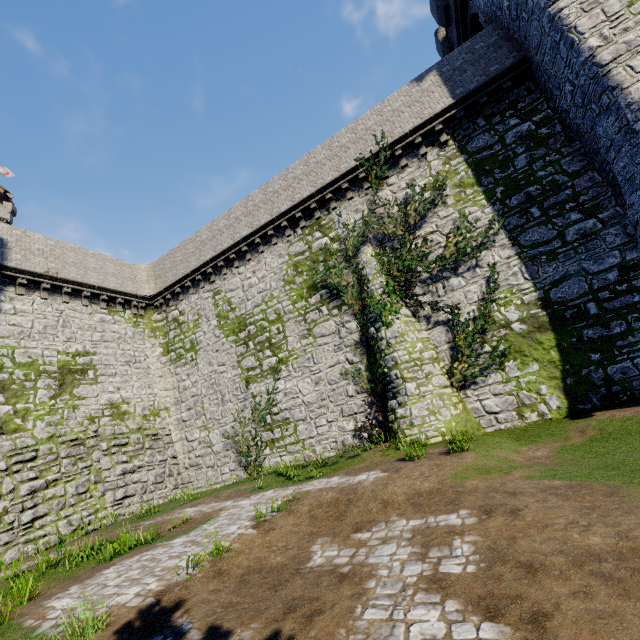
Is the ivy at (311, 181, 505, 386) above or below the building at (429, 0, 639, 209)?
below

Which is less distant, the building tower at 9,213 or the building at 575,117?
the building at 575,117

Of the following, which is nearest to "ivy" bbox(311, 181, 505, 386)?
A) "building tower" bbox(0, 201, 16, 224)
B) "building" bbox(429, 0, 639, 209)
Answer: "building" bbox(429, 0, 639, 209)

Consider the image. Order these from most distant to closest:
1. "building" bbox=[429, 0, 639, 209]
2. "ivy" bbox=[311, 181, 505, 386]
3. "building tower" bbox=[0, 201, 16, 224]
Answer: "building tower" bbox=[0, 201, 16, 224], "ivy" bbox=[311, 181, 505, 386], "building" bbox=[429, 0, 639, 209]

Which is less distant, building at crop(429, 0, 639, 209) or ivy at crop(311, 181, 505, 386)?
building at crop(429, 0, 639, 209)

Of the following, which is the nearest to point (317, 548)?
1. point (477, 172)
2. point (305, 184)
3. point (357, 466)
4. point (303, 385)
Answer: point (357, 466)

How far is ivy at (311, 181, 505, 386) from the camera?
12.96m

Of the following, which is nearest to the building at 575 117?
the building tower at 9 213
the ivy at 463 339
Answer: the ivy at 463 339
